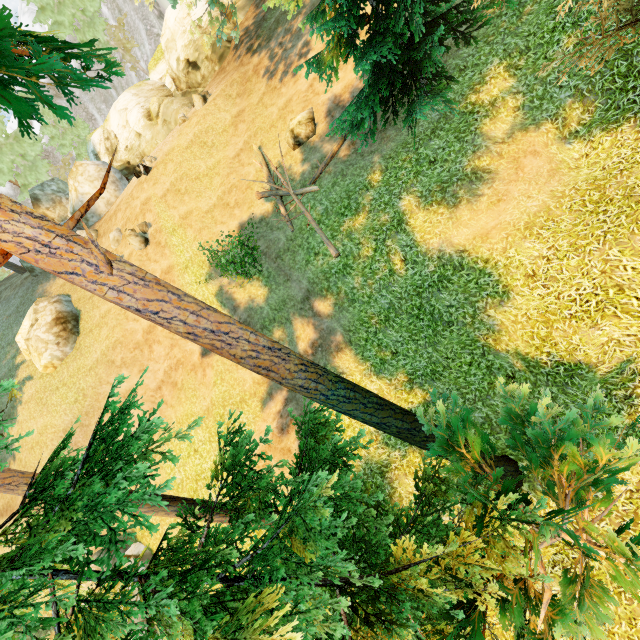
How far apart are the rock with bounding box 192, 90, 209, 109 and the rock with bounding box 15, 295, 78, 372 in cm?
1511

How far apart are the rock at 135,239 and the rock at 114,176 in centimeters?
860cm

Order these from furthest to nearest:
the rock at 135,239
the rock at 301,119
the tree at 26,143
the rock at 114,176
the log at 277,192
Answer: the rock at 114,176 < the rock at 135,239 < the rock at 301,119 < the log at 277,192 < the tree at 26,143

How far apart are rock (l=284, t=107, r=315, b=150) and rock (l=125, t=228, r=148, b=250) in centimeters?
965cm

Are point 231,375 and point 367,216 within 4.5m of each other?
no

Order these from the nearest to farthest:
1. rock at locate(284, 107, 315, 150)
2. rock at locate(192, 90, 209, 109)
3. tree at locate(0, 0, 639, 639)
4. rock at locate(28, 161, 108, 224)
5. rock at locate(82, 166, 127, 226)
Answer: tree at locate(0, 0, 639, 639) < rock at locate(284, 107, 315, 150) < rock at locate(192, 90, 209, 109) < rock at locate(28, 161, 108, 224) < rock at locate(82, 166, 127, 226)

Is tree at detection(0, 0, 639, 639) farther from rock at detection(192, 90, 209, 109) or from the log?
rock at detection(192, 90, 209, 109)

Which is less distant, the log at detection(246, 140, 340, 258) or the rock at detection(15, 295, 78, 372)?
the log at detection(246, 140, 340, 258)
